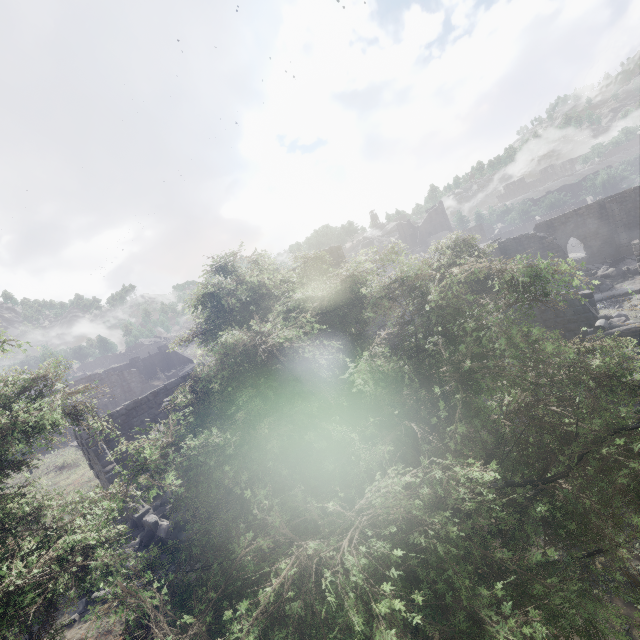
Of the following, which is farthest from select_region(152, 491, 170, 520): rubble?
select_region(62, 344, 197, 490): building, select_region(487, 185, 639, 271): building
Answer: select_region(62, 344, 197, 490): building

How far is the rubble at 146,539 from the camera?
11.1m

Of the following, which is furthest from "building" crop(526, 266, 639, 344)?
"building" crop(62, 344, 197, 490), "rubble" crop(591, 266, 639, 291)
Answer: "building" crop(62, 344, 197, 490)

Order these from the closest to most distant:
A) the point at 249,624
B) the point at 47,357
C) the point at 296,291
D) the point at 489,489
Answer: the point at 249,624, the point at 489,489, the point at 296,291, the point at 47,357

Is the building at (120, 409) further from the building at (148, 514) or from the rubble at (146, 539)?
the rubble at (146, 539)

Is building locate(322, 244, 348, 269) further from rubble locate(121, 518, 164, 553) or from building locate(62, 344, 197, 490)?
building locate(62, 344, 197, 490)

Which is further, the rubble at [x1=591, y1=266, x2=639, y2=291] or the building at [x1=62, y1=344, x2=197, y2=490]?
the rubble at [x1=591, y1=266, x2=639, y2=291]
